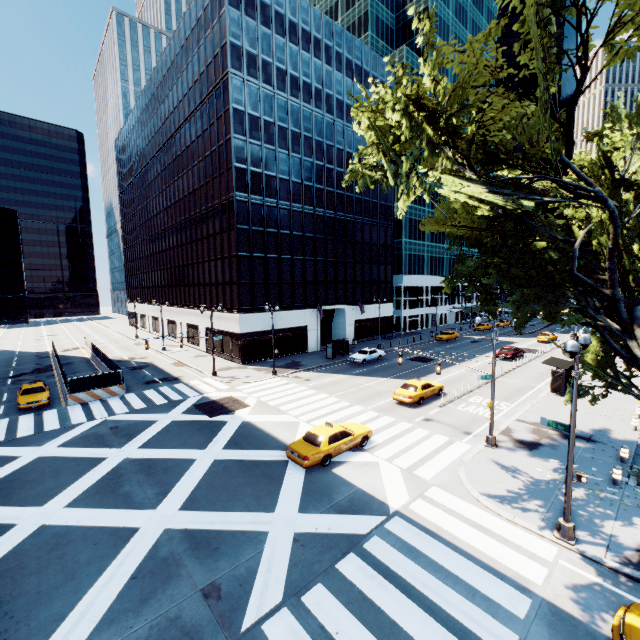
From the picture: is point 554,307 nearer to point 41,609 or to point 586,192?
point 586,192

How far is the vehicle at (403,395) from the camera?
24.2 meters

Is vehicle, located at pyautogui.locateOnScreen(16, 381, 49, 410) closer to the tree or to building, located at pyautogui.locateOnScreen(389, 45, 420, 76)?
the tree

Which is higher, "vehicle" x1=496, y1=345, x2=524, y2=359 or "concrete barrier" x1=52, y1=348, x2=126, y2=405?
"vehicle" x1=496, y1=345, x2=524, y2=359

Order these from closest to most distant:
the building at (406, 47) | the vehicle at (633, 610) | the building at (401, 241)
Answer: the vehicle at (633, 610) < the building at (406, 47) < the building at (401, 241)

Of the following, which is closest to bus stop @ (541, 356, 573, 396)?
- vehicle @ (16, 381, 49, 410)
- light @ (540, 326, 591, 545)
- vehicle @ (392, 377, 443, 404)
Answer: vehicle @ (392, 377, 443, 404)

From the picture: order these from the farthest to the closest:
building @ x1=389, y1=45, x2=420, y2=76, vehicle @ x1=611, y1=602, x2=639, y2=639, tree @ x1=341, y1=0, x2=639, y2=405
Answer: building @ x1=389, y1=45, x2=420, y2=76, tree @ x1=341, y1=0, x2=639, y2=405, vehicle @ x1=611, y1=602, x2=639, y2=639

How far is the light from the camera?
10.1m
